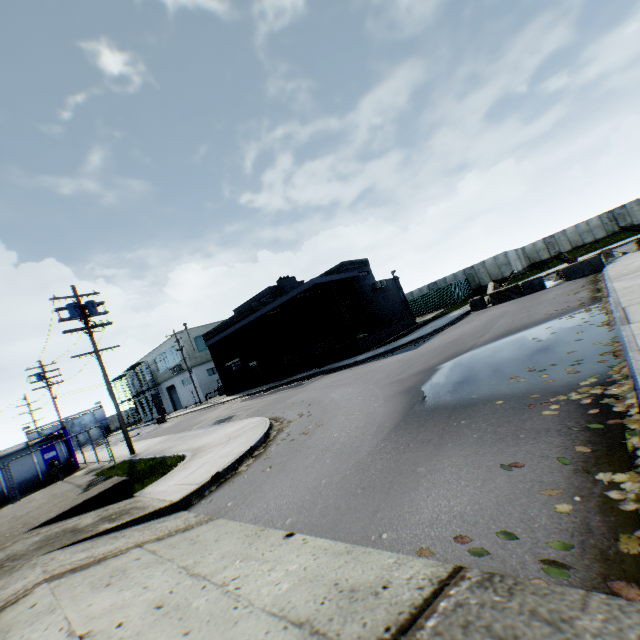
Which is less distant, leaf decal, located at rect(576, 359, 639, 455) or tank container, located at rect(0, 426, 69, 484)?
leaf decal, located at rect(576, 359, 639, 455)

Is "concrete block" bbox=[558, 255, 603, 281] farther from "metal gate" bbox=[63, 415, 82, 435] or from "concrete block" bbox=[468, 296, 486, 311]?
"metal gate" bbox=[63, 415, 82, 435]

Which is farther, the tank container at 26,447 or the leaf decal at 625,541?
the tank container at 26,447

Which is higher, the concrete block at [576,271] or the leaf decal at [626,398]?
the concrete block at [576,271]

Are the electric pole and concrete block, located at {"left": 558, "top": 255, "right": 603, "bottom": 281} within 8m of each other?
no

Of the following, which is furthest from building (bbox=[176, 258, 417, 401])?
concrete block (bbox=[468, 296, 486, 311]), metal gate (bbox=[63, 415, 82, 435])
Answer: metal gate (bbox=[63, 415, 82, 435])

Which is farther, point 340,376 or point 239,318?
point 239,318

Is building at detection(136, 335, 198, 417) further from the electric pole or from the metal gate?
the electric pole
